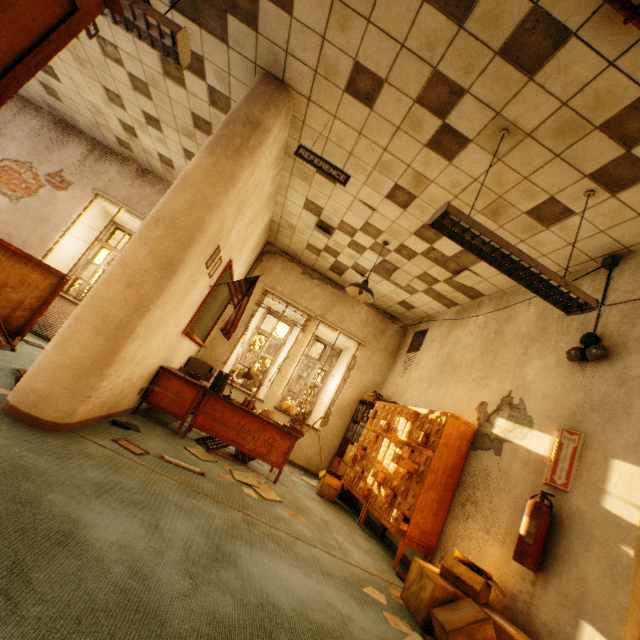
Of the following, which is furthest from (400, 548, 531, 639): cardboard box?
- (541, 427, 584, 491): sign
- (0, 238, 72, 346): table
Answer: (0, 238, 72, 346): table

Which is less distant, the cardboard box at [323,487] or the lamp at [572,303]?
the lamp at [572,303]

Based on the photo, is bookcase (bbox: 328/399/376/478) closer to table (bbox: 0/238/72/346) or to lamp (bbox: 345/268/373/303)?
lamp (bbox: 345/268/373/303)

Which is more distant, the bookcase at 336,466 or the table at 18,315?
the bookcase at 336,466

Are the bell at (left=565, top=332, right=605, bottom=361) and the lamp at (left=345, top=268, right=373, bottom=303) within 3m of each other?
yes

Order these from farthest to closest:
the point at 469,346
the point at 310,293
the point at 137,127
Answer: the point at 310,293 < the point at 137,127 < the point at 469,346

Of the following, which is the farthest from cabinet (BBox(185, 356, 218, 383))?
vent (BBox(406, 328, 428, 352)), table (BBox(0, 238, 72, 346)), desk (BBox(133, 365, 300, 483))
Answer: vent (BBox(406, 328, 428, 352))

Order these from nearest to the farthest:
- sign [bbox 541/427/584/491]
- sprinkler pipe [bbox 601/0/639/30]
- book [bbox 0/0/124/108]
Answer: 1. book [bbox 0/0/124/108]
2. sprinkler pipe [bbox 601/0/639/30]
3. sign [bbox 541/427/584/491]
